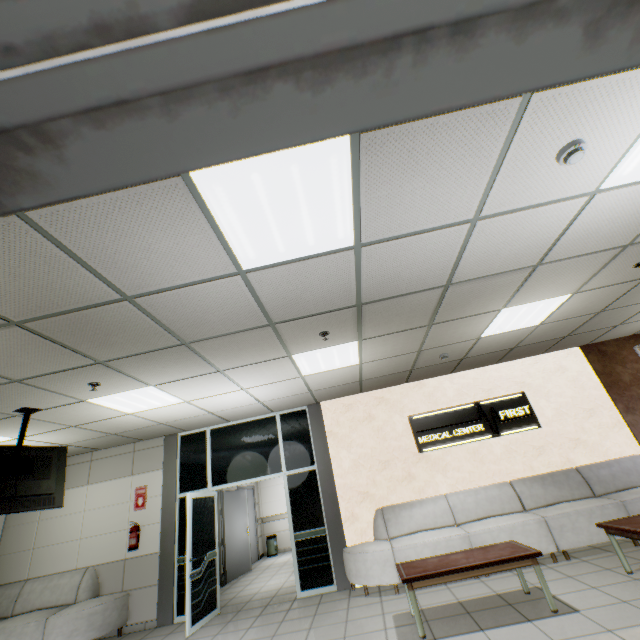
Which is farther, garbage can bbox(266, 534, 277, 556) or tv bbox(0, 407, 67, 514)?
garbage can bbox(266, 534, 277, 556)

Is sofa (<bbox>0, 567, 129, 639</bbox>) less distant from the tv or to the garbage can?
the tv

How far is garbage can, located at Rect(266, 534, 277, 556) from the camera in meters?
10.6

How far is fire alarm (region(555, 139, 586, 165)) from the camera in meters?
2.1

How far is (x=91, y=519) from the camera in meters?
6.7 m

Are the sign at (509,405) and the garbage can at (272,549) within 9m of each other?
yes

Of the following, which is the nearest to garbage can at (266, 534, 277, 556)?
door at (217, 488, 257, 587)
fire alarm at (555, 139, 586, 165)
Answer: door at (217, 488, 257, 587)

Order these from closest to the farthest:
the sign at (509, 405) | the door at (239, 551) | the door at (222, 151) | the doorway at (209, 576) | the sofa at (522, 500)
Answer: the door at (222, 151) < the sofa at (522, 500) < the doorway at (209, 576) < the sign at (509, 405) < the door at (239, 551)
